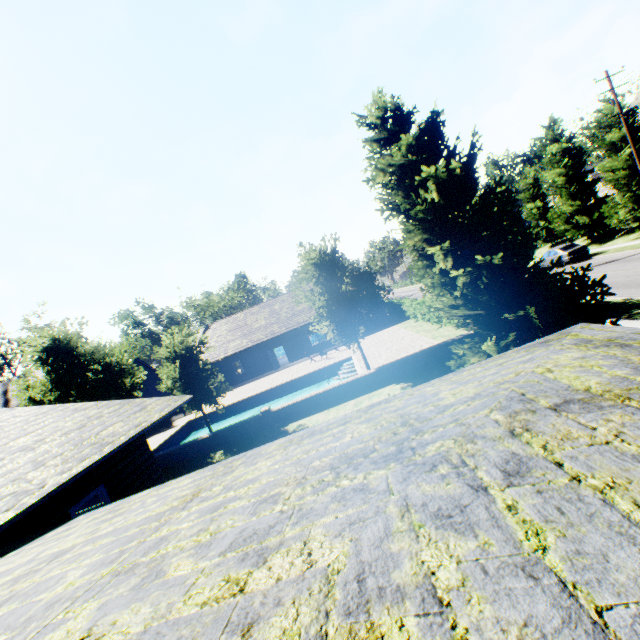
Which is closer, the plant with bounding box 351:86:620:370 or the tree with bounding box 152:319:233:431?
the plant with bounding box 351:86:620:370

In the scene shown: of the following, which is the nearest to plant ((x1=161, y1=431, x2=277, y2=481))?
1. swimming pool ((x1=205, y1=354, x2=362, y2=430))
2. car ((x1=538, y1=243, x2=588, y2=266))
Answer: swimming pool ((x1=205, y1=354, x2=362, y2=430))

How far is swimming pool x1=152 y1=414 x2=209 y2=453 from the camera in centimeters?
2230cm

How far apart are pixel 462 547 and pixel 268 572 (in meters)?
0.77

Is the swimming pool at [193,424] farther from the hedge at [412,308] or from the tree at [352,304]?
the hedge at [412,308]

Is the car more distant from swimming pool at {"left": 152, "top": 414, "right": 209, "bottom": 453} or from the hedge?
swimming pool at {"left": 152, "top": 414, "right": 209, "bottom": 453}

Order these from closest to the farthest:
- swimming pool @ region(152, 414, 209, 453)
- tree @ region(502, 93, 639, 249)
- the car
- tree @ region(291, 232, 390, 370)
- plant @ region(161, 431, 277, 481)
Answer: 1. plant @ region(161, 431, 277, 481)
2. tree @ region(291, 232, 390, 370)
3. swimming pool @ region(152, 414, 209, 453)
4. tree @ region(502, 93, 639, 249)
5. the car

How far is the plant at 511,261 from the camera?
8.8m
